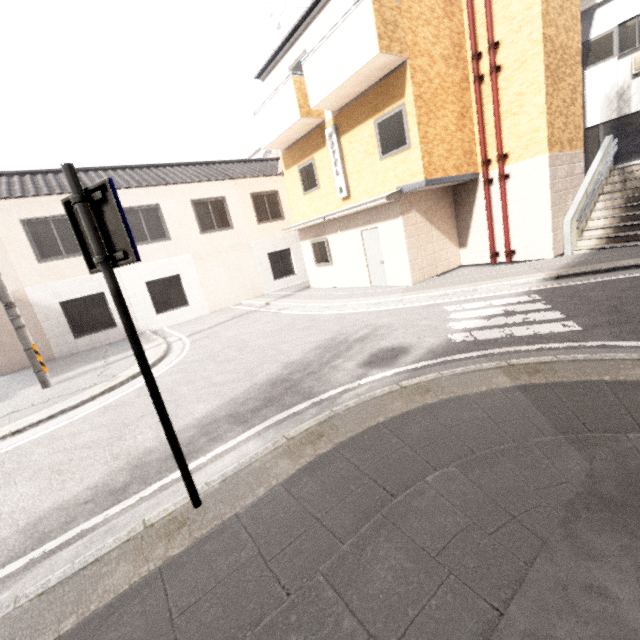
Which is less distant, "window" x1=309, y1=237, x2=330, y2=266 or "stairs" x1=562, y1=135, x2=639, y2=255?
"stairs" x1=562, y1=135, x2=639, y2=255

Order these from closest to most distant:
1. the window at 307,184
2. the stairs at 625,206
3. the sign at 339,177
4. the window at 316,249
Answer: the stairs at 625,206 < the sign at 339,177 < the window at 307,184 < the window at 316,249

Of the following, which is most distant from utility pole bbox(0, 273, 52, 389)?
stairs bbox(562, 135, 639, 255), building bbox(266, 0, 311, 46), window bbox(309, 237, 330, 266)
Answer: building bbox(266, 0, 311, 46)

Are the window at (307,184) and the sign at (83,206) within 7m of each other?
no

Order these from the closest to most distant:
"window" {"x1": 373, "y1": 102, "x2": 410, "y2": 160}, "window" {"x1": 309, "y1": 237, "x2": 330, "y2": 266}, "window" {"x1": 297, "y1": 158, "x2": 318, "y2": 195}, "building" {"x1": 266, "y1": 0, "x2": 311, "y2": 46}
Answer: "window" {"x1": 373, "y1": 102, "x2": 410, "y2": 160}, "window" {"x1": 297, "y1": 158, "x2": 318, "y2": 195}, "window" {"x1": 309, "y1": 237, "x2": 330, "y2": 266}, "building" {"x1": 266, "y1": 0, "x2": 311, "y2": 46}

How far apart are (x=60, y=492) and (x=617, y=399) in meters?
6.3

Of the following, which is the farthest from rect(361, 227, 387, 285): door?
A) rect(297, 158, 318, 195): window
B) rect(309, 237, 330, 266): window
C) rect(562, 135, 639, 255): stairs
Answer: rect(562, 135, 639, 255): stairs

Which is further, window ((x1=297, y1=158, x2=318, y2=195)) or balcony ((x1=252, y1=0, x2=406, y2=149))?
window ((x1=297, y1=158, x2=318, y2=195))
